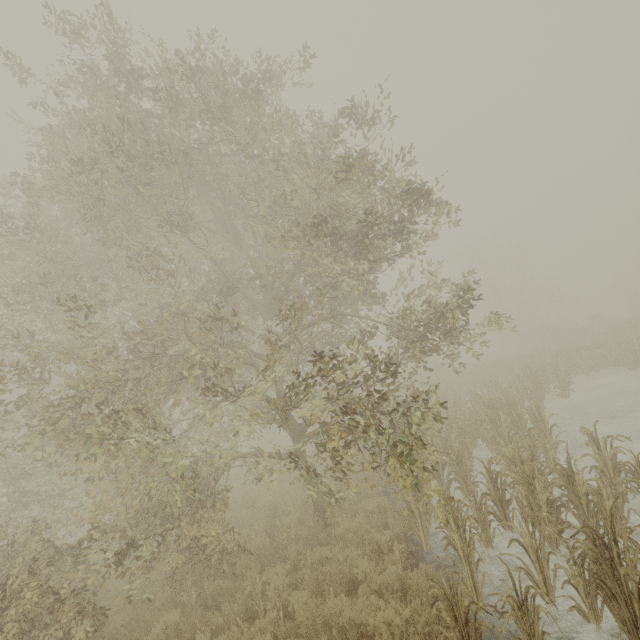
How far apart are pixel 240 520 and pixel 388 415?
6.4 meters
